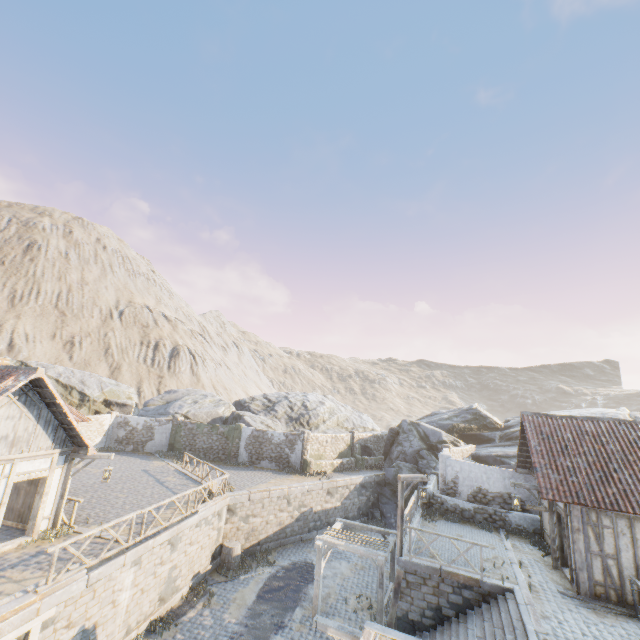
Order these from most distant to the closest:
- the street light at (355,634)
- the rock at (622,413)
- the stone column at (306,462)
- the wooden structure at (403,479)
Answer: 1. the rock at (622,413)
2. the stone column at (306,462)
3. the wooden structure at (403,479)
4. the street light at (355,634)

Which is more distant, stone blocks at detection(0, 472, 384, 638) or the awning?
the awning

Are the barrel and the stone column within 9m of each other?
yes

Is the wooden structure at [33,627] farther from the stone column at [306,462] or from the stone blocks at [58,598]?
the stone column at [306,462]

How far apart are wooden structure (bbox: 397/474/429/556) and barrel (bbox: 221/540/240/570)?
9.1m

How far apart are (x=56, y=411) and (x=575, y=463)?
20.06m

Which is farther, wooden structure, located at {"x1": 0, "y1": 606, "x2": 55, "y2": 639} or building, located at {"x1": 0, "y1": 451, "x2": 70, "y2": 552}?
building, located at {"x1": 0, "y1": 451, "x2": 70, "y2": 552}

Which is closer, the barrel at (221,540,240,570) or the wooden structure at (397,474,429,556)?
the wooden structure at (397,474,429,556)
